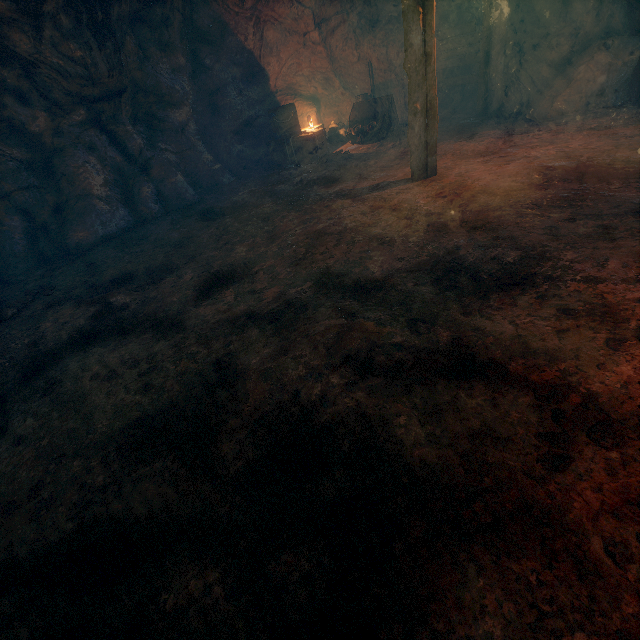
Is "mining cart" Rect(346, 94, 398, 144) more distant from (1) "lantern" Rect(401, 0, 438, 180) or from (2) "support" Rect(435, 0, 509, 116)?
(1) "lantern" Rect(401, 0, 438, 180)

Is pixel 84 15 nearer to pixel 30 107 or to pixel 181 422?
pixel 30 107

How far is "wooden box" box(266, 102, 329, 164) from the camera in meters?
11.0

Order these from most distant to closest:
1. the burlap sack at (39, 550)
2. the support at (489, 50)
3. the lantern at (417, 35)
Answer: the support at (489, 50), the lantern at (417, 35), the burlap sack at (39, 550)

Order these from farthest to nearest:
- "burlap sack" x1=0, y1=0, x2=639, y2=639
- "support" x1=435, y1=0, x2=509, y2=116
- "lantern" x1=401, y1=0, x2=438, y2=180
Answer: "support" x1=435, y1=0, x2=509, y2=116 < "lantern" x1=401, y1=0, x2=438, y2=180 < "burlap sack" x1=0, y1=0, x2=639, y2=639

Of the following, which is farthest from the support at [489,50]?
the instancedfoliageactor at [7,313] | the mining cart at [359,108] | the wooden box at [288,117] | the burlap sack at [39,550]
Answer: the instancedfoliageactor at [7,313]

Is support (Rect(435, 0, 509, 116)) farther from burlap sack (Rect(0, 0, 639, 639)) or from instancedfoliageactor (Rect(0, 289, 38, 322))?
instancedfoliageactor (Rect(0, 289, 38, 322))

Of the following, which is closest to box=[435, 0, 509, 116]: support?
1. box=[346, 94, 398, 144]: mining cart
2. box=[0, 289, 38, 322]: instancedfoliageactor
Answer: box=[346, 94, 398, 144]: mining cart
